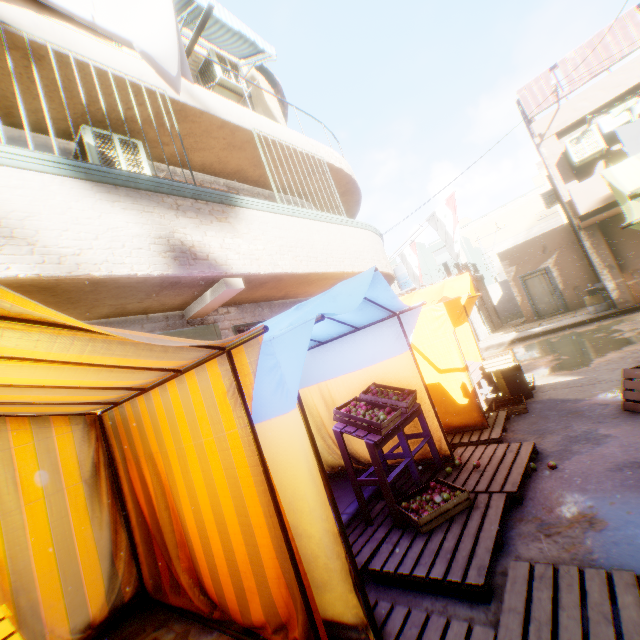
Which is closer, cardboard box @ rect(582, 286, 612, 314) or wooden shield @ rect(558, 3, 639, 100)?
wooden shield @ rect(558, 3, 639, 100)

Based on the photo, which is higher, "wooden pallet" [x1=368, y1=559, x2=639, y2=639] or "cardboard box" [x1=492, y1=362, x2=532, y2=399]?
"cardboard box" [x1=492, y1=362, x2=532, y2=399]

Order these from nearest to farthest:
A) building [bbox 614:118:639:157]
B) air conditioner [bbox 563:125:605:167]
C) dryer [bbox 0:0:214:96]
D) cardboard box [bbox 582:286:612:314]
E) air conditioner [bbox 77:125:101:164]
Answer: dryer [bbox 0:0:214:96]
air conditioner [bbox 77:125:101:164]
air conditioner [bbox 563:125:605:167]
cardboard box [bbox 582:286:612:314]
building [bbox 614:118:639:157]

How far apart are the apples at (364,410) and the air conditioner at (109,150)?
4.2 meters

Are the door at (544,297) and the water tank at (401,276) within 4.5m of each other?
yes

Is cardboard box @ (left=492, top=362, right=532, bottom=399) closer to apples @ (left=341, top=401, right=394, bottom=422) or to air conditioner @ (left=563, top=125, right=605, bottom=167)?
air conditioner @ (left=563, top=125, right=605, bottom=167)

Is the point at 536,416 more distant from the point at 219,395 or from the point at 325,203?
the point at 325,203

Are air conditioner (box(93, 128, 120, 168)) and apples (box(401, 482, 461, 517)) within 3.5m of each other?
no
